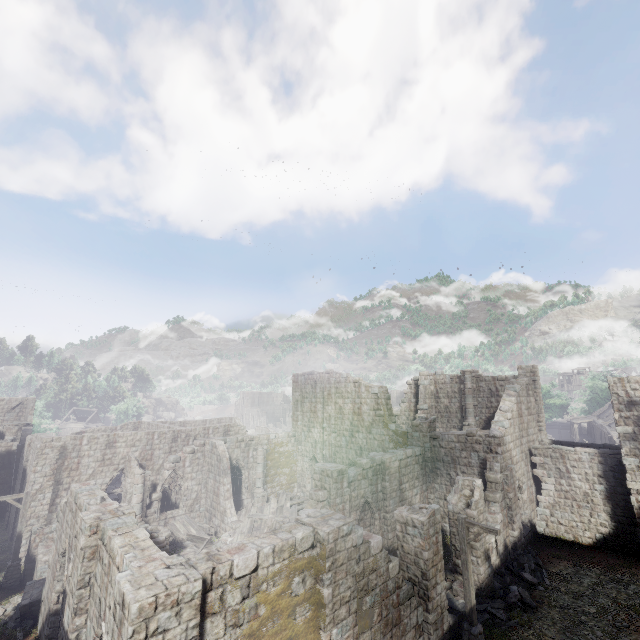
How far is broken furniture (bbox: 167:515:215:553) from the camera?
21.1 meters

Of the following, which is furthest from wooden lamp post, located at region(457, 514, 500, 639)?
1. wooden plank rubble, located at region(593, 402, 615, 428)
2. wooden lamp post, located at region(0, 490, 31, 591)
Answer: wooden plank rubble, located at region(593, 402, 615, 428)

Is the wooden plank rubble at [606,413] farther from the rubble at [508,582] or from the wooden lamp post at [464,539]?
the wooden lamp post at [464,539]

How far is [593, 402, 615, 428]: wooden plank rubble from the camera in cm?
4064

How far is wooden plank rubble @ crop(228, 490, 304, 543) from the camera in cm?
2123

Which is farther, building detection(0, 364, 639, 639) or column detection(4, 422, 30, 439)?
column detection(4, 422, 30, 439)

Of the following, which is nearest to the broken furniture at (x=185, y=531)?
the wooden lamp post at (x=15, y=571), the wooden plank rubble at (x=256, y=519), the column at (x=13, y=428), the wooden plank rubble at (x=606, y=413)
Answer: the wooden plank rubble at (x=256, y=519)

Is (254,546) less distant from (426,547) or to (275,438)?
(426,547)
